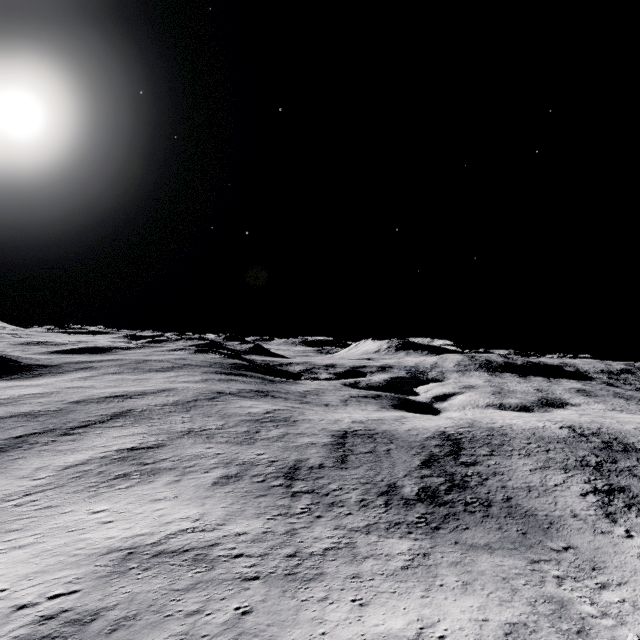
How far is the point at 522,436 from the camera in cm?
5884
